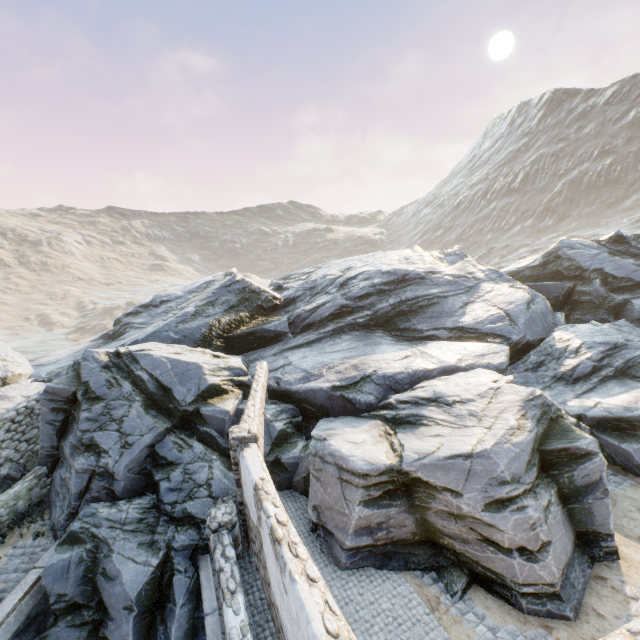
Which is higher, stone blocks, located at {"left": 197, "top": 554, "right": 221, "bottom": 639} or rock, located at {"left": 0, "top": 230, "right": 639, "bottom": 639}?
rock, located at {"left": 0, "top": 230, "right": 639, "bottom": 639}

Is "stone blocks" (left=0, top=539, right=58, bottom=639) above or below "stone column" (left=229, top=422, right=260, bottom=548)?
below

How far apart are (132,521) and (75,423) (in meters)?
4.18

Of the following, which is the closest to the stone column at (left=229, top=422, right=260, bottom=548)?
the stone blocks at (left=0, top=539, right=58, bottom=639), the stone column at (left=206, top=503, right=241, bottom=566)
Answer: the stone column at (left=206, top=503, right=241, bottom=566)

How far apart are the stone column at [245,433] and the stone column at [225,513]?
0.08m

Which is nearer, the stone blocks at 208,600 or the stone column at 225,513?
the stone blocks at 208,600

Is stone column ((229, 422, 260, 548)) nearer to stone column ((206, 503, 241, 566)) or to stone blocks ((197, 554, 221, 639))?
stone column ((206, 503, 241, 566))

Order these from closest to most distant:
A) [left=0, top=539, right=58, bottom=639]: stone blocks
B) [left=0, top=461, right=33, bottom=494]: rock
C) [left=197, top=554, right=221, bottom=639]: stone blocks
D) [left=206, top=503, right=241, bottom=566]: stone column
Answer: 1. [left=197, top=554, right=221, bottom=639]: stone blocks
2. [left=0, top=539, right=58, bottom=639]: stone blocks
3. [left=206, top=503, right=241, bottom=566]: stone column
4. [left=0, top=461, right=33, bottom=494]: rock
